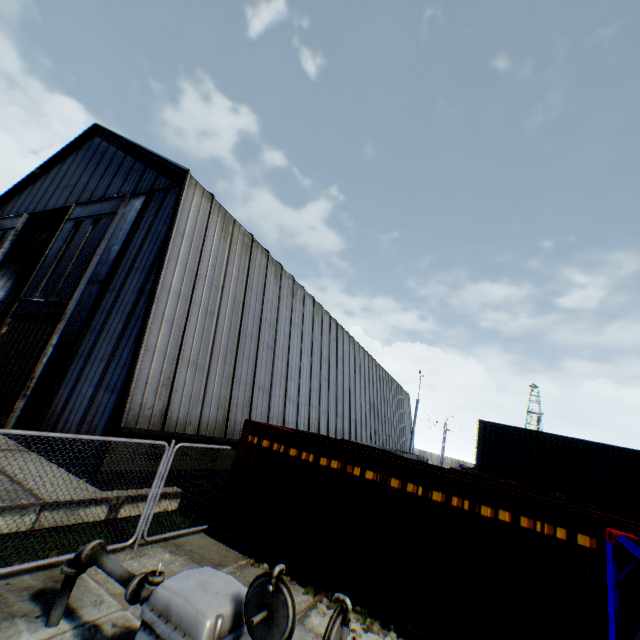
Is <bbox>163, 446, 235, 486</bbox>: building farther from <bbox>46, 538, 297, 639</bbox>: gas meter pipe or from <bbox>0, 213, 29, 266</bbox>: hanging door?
<bbox>46, 538, 297, 639</bbox>: gas meter pipe

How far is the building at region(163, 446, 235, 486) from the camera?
10.5 meters

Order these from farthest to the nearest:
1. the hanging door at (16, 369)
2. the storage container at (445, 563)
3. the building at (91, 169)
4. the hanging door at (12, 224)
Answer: the hanging door at (12, 224)
the hanging door at (16, 369)
the building at (91, 169)
the storage container at (445, 563)

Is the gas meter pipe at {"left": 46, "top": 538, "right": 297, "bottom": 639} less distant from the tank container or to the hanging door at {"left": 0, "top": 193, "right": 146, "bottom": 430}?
the tank container

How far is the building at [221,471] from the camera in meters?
10.5

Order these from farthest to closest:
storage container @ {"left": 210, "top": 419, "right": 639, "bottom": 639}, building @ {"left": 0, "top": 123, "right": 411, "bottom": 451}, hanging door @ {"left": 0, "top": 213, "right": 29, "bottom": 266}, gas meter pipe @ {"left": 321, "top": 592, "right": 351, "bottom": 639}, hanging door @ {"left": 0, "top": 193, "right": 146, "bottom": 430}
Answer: hanging door @ {"left": 0, "top": 213, "right": 29, "bottom": 266}, hanging door @ {"left": 0, "top": 193, "right": 146, "bottom": 430}, building @ {"left": 0, "top": 123, "right": 411, "bottom": 451}, storage container @ {"left": 210, "top": 419, "right": 639, "bottom": 639}, gas meter pipe @ {"left": 321, "top": 592, "right": 351, "bottom": 639}

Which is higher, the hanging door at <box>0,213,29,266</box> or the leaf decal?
the hanging door at <box>0,213,29,266</box>

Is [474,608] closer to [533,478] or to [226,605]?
[226,605]
